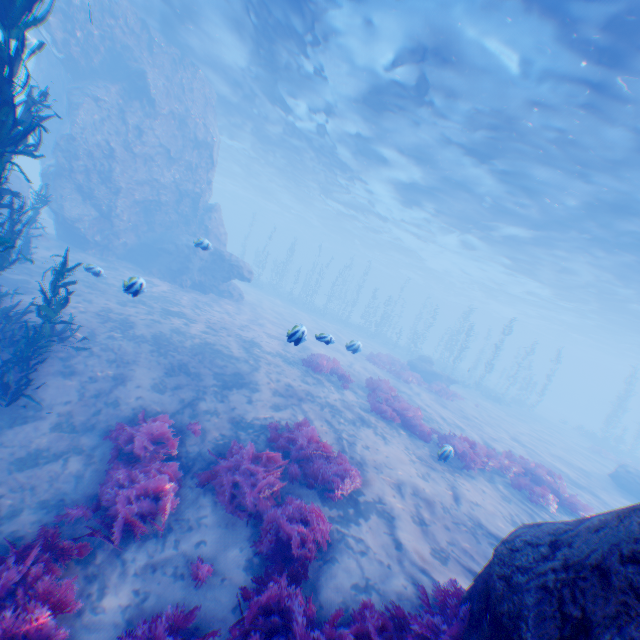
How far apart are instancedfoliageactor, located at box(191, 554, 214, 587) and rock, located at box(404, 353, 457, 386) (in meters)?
21.96

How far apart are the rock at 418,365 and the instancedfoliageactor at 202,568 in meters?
22.0

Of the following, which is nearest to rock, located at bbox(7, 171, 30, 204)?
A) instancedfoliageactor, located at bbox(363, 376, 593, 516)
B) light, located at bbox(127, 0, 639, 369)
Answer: light, located at bbox(127, 0, 639, 369)

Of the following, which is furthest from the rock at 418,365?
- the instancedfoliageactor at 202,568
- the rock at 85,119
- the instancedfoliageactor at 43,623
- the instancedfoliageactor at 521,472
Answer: the instancedfoliageactor at 202,568

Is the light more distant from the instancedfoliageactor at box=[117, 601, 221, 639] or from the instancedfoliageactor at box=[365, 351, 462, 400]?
the instancedfoliageactor at box=[365, 351, 462, 400]

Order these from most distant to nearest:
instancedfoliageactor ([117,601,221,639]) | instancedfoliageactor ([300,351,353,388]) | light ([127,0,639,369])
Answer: instancedfoliageactor ([300,351,353,388]) < light ([127,0,639,369]) < instancedfoliageactor ([117,601,221,639])

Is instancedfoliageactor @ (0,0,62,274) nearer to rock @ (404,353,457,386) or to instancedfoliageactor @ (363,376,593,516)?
instancedfoliageactor @ (363,376,593,516)

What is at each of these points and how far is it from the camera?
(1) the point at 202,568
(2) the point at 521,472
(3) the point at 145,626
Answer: (1) instancedfoliageactor, 4.78m
(2) instancedfoliageactor, 12.34m
(3) instancedfoliageactor, 3.70m
